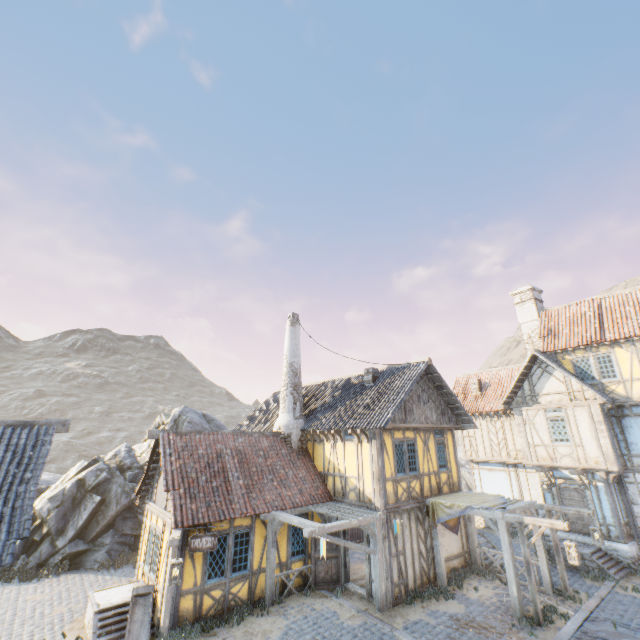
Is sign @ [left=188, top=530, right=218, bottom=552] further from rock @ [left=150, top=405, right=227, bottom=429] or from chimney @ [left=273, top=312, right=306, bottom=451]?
rock @ [left=150, top=405, right=227, bottom=429]

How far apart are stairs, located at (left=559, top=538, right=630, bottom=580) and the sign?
14.8m

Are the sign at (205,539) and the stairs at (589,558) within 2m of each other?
no

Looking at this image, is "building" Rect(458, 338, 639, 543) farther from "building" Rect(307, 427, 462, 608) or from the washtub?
the washtub

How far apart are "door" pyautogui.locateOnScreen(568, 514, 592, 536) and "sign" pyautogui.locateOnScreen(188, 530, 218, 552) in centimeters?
1645cm

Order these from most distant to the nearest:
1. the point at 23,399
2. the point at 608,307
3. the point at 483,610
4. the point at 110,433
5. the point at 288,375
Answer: the point at 23,399, the point at 110,433, the point at 608,307, the point at 288,375, the point at 483,610

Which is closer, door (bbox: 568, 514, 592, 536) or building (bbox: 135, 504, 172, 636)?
building (bbox: 135, 504, 172, 636)

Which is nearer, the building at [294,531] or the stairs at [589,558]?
the building at [294,531]
